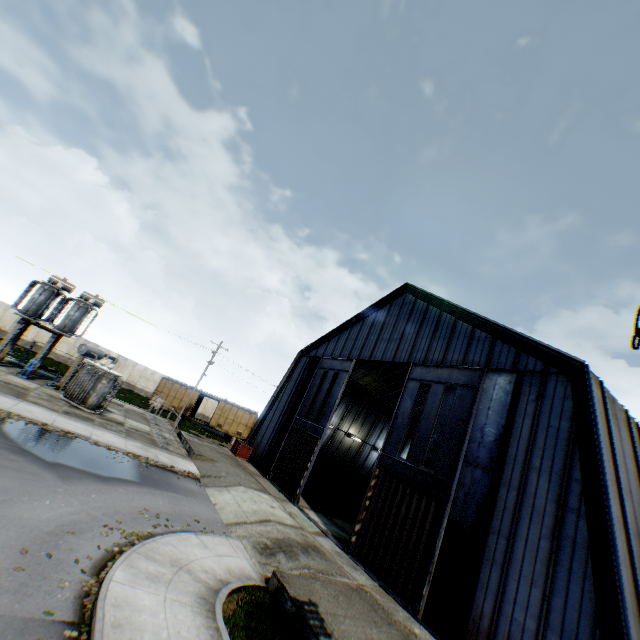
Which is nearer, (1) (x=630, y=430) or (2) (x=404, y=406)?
(1) (x=630, y=430)

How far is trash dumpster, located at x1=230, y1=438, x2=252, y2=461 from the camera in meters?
27.8

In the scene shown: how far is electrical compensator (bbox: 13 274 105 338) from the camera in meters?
23.3 m

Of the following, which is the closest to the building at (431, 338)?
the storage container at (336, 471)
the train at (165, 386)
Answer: the storage container at (336, 471)

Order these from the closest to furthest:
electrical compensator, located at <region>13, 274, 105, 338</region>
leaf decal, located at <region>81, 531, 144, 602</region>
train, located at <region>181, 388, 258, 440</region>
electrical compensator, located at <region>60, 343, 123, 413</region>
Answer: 1. leaf decal, located at <region>81, 531, 144, 602</region>
2. electrical compensator, located at <region>60, 343, 123, 413</region>
3. electrical compensator, located at <region>13, 274, 105, 338</region>
4. train, located at <region>181, 388, 258, 440</region>

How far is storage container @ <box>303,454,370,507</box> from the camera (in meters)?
27.47

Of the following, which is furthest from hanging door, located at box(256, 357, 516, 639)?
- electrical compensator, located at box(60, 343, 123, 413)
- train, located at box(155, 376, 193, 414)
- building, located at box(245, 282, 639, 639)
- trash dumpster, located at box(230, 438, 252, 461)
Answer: train, located at box(155, 376, 193, 414)

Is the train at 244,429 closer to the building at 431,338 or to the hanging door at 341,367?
the building at 431,338
